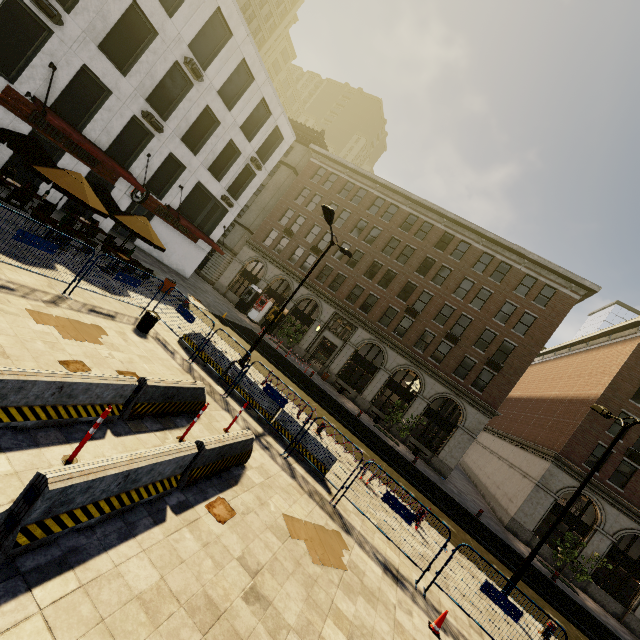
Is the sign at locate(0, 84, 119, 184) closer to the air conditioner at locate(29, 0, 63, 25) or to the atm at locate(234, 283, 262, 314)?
the air conditioner at locate(29, 0, 63, 25)

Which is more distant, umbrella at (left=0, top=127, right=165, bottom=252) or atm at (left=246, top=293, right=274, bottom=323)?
atm at (left=246, top=293, right=274, bottom=323)

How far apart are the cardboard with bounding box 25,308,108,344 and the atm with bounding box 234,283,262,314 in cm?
2454

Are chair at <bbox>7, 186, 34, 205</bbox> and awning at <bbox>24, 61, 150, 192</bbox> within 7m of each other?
yes

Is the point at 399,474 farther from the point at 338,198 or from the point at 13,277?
the point at 338,198

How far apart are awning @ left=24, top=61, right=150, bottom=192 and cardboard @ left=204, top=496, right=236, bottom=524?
17.9m

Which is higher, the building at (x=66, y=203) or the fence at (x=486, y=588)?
the fence at (x=486, y=588)

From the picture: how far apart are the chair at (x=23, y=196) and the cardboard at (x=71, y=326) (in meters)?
8.64
